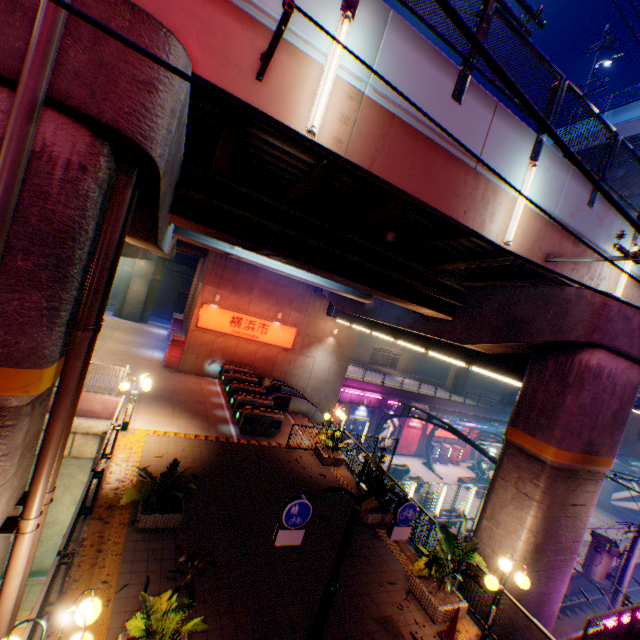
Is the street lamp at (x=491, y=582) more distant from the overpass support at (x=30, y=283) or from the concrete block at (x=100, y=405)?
the concrete block at (x=100, y=405)

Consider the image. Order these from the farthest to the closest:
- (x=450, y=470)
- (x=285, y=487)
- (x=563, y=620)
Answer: (x=450, y=470) → (x=563, y=620) → (x=285, y=487)

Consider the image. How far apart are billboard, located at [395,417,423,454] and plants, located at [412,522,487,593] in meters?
26.0

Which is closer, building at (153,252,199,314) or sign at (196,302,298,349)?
sign at (196,302,298,349)

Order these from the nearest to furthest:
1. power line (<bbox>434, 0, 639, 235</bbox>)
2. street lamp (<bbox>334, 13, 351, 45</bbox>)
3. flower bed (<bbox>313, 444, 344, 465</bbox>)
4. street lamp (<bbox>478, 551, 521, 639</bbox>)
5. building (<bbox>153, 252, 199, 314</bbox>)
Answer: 1. power line (<bbox>434, 0, 639, 235</bbox>)
2. street lamp (<bbox>334, 13, 351, 45</bbox>)
3. street lamp (<bbox>478, 551, 521, 639</bbox>)
4. flower bed (<bbox>313, 444, 344, 465</bbox>)
5. building (<bbox>153, 252, 199, 314</bbox>)

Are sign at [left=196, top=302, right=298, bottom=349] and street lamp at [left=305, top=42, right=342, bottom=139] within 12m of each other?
no

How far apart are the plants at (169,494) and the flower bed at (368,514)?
5.7 meters

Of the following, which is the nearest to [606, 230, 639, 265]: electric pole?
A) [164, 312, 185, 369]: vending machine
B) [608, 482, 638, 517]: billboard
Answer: [164, 312, 185, 369]: vending machine
